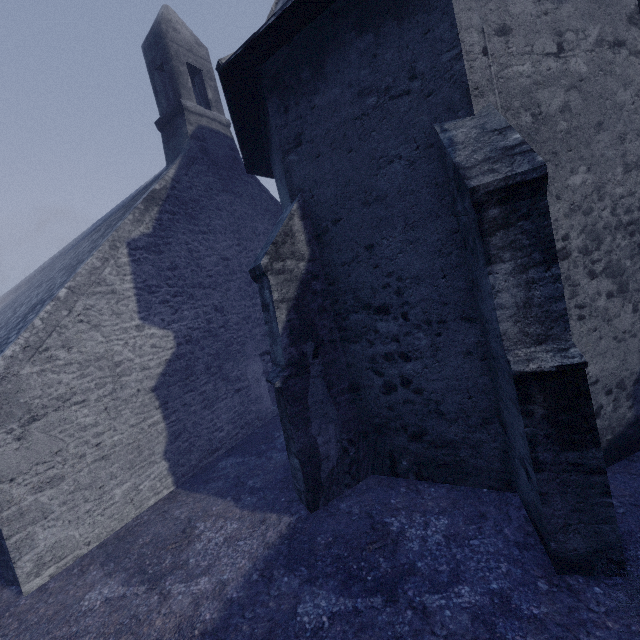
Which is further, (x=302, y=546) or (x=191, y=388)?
(x=191, y=388)
